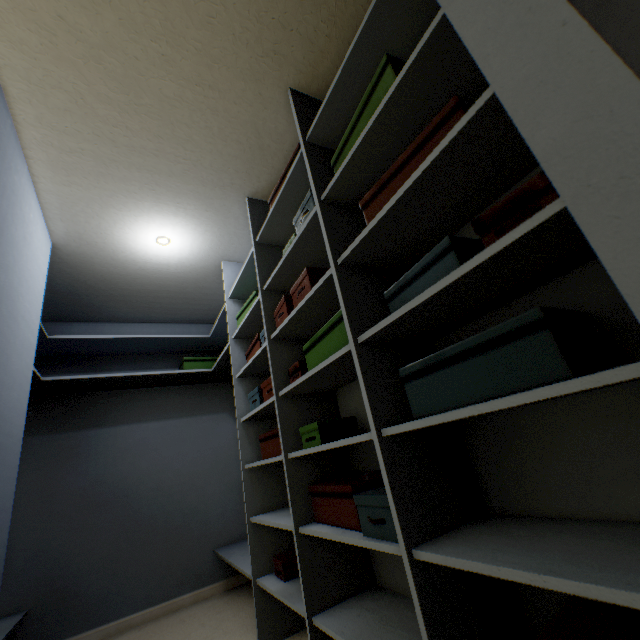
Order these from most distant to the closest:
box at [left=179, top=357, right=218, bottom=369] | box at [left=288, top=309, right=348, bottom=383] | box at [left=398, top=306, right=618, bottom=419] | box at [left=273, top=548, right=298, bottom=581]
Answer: box at [left=179, top=357, right=218, bottom=369] → box at [left=273, top=548, right=298, bottom=581] → box at [left=288, top=309, right=348, bottom=383] → box at [left=398, top=306, right=618, bottom=419]

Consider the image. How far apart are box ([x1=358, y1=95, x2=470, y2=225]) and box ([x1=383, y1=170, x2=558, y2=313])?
0.2 meters

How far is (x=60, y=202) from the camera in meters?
1.9

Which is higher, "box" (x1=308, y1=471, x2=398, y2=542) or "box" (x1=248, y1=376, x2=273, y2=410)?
"box" (x1=248, y1=376, x2=273, y2=410)

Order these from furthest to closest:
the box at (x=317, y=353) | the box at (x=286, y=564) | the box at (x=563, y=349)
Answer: the box at (x=286, y=564)
the box at (x=317, y=353)
the box at (x=563, y=349)

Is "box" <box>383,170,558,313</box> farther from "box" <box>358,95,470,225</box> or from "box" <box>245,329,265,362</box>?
"box" <box>245,329,265,362</box>

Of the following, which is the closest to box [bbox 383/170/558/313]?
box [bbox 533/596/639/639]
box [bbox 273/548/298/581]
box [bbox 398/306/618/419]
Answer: box [bbox 398/306/618/419]

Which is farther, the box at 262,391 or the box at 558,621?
the box at 262,391
